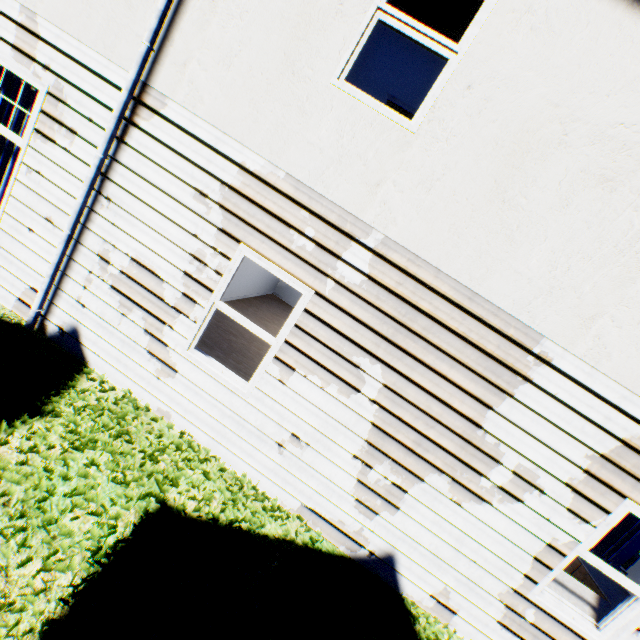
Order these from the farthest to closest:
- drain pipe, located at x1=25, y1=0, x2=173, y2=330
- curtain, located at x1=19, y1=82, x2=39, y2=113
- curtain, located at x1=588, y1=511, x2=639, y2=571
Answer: curtain, located at x1=588, y1=511, x2=639, y2=571, curtain, located at x1=19, y1=82, x2=39, y2=113, drain pipe, located at x1=25, y1=0, x2=173, y2=330

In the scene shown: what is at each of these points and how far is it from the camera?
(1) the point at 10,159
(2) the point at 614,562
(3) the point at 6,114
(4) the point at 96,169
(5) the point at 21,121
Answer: (1) curtain, 4.5m
(2) curtain, 5.5m
(3) curtain, 4.3m
(4) drain pipe, 3.8m
(5) curtain, 4.4m

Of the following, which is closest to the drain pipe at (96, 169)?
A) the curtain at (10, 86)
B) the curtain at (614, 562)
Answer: the curtain at (10, 86)

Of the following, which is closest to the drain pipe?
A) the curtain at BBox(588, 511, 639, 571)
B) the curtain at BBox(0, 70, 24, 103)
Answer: the curtain at BBox(0, 70, 24, 103)

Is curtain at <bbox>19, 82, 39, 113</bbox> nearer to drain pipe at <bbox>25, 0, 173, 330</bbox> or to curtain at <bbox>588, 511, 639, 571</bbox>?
drain pipe at <bbox>25, 0, 173, 330</bbox>

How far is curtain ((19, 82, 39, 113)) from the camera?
4.2 meters

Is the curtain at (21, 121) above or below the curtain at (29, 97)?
below
